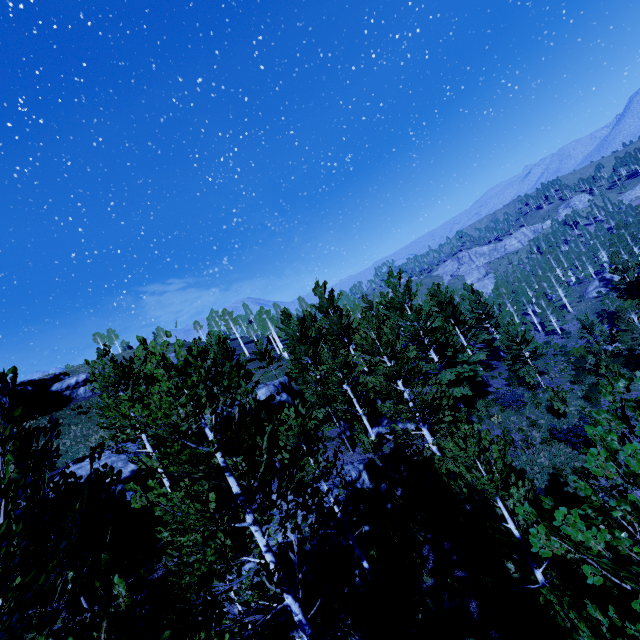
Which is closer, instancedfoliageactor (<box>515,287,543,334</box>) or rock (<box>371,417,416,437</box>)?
rock (<box>371,417,416,437</box>)

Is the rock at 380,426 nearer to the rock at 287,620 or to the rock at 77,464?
the rock at 287,620

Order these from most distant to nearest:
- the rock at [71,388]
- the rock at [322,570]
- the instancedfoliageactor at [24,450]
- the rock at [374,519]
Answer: the rock at [71,388] < the rock at [374,519] < the rock at [322,570] < the instancedfoliageactor at [24,450]

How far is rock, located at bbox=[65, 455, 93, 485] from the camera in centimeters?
1498cm

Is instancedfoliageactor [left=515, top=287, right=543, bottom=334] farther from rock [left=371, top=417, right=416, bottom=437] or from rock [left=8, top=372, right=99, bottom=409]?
rock [left=8, top=372, right=99, bottom=409]

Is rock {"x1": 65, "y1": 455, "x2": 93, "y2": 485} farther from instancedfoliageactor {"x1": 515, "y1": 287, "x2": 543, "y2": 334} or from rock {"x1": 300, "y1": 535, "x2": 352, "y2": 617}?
rock {"x1": 300, "y1": 535, "x2": 352, "y2": 617}

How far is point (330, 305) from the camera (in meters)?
27.41

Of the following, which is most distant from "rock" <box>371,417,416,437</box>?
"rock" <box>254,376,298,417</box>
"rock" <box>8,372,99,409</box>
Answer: "rock" <box>8,372,99,409</box>
